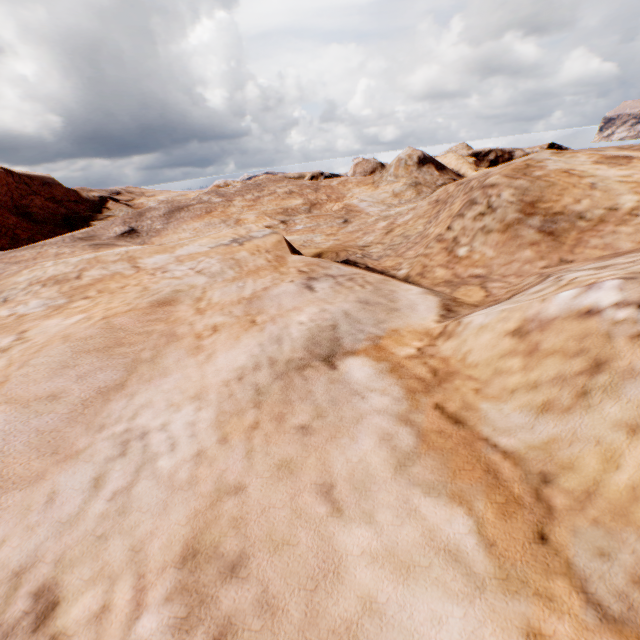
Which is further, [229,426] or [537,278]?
[537,278]
